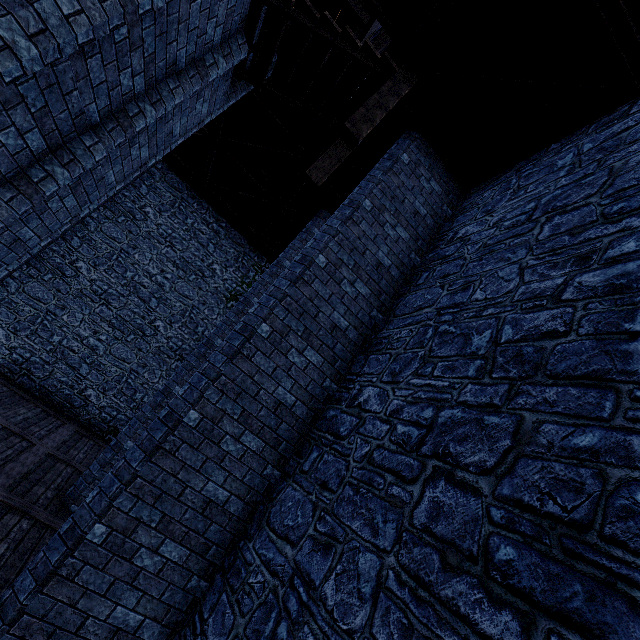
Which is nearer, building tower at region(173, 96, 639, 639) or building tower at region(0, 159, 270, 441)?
building tower at region(173, 96, 639, 639)

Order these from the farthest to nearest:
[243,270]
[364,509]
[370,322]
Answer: [243,270], [370,322], [364,509]

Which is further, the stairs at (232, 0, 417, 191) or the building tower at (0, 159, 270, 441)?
the building tower at (0, 159, 270, 441)

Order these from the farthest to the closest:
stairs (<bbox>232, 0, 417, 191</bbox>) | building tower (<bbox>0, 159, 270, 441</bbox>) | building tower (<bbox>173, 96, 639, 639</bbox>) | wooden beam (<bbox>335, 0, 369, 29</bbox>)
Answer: building tower (<bbox>0, 159, 270, 441</bbox>) < wooden beam (<bbox>335, 0, 369, 29</bbox>) < stairs (<bbox>232, 0, 417, 191</bbox>) < building tower (<bbox>173, 96, 639, 639</bbox>)

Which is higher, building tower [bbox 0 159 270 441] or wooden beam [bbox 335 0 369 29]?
wooden beam [bbox 335 0 369 29]

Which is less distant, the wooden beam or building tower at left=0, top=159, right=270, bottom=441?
the wooden beam

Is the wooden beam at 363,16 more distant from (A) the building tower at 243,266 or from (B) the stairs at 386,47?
(B) the stairs at 386,47
